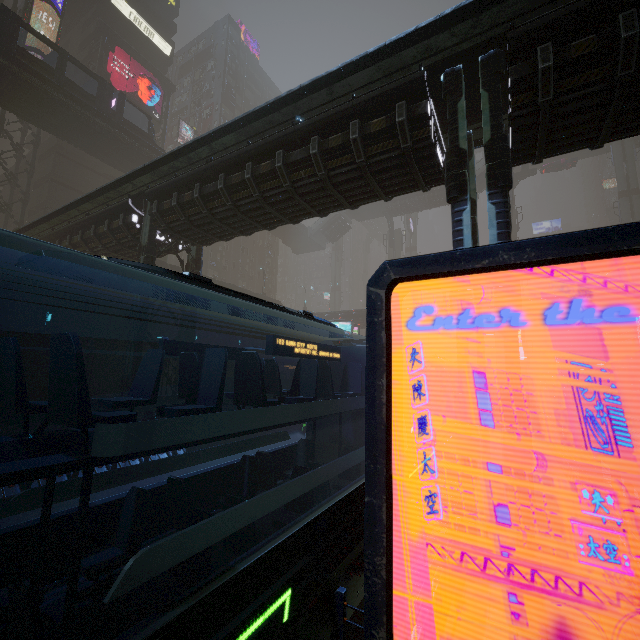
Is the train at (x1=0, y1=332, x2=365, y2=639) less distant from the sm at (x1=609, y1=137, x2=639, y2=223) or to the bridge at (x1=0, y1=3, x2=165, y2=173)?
the bridge at (x1=0, y1=3, x2=165, y2=173)

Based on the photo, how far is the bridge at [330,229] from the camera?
51.18m

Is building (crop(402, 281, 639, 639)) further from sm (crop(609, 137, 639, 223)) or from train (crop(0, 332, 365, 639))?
sm (crop(609, 137, 639, 223))

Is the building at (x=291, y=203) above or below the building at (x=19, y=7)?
below

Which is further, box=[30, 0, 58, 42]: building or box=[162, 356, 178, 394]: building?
box=[30, 0, 58, 42]: building

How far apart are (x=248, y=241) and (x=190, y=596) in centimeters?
5465cm

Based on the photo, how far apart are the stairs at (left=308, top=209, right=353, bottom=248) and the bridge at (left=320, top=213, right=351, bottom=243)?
0.00m

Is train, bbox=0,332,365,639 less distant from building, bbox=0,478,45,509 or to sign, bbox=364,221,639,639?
building, bbox=0,478,45,509
